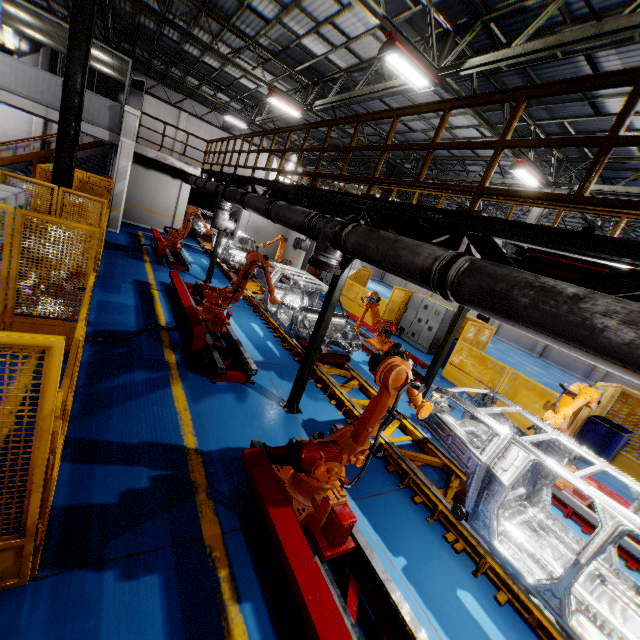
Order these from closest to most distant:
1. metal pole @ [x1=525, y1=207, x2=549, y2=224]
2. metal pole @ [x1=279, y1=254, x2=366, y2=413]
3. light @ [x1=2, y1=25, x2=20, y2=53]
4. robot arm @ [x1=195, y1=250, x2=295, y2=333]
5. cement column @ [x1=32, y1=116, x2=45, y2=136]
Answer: metal pole @ [x1=279, y1=254, x2=366, y2=413], robot arm @ [x1=195, y1=250, x2=295, y2=333], metal pole @ [x1=525, y1=207, x2=549, y2=224], light @ [x1=2, y1=25, x2=20, y2=53], cement column @ [x1=32, y1=116, x2=45, y2=136]

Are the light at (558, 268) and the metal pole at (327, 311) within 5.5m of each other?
yes

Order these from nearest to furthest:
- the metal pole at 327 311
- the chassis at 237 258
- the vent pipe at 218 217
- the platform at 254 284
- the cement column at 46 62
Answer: the metal pole at 327 311, the platform at 254 284, the vent pipe at 218 217, the chassis at 237 258, the cement column at 46 62

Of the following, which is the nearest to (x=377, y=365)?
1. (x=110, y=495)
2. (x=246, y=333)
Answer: (x=110, y=495)

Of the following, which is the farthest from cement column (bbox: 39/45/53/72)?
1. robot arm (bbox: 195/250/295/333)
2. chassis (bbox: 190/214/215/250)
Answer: robot arm (bbox: 195/250/295/333)

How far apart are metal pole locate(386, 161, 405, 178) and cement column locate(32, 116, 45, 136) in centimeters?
2212cm

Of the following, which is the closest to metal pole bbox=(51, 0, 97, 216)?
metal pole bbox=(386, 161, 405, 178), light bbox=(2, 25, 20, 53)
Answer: metal pole bbox=(386, 161, 405, 178)

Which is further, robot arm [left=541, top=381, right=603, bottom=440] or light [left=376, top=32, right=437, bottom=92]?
light [left=376, top=32, right=437, bottom=92]
